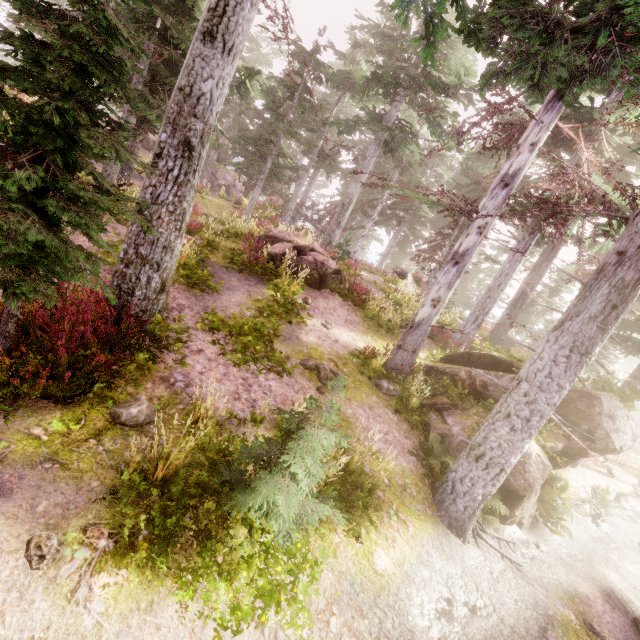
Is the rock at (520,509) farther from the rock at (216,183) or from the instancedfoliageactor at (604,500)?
the rock at (216,183)

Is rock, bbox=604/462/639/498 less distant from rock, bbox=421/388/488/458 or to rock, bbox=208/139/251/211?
rock, bbox=421/388/488/458

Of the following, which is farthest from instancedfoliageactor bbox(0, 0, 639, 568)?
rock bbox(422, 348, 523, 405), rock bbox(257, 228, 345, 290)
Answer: rock bbox(257, 228, 345, 290)

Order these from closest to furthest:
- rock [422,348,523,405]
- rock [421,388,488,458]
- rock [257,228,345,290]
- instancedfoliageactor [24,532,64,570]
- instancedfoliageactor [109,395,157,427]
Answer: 1. instancedfoliageactor [24,532,64,570]
2. instancedfoliageactor [109,395,157,427]
3. rock [421,388,488,458]
4. rock [422,348,523,405]
5. rock [257,228,345,290]

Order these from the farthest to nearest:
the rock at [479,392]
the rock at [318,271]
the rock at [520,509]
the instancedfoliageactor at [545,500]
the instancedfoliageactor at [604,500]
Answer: the rock at [318,271], the instancedfoliageactor at [604,500], the rock at [479,392], the instancedfoliageactor at [545,500], the rock at [520,509]

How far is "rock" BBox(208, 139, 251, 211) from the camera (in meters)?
25.67

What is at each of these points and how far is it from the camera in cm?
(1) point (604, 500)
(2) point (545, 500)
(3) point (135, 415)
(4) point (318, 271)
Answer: (1) instancedfoliageactor, 1284
(2) instancedfoliageactor, 979
(3) instancedfoliageactor, 504
(4) rock, 1355

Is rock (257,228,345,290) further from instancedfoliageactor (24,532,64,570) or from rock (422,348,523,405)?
rock (422,348,523,405)
